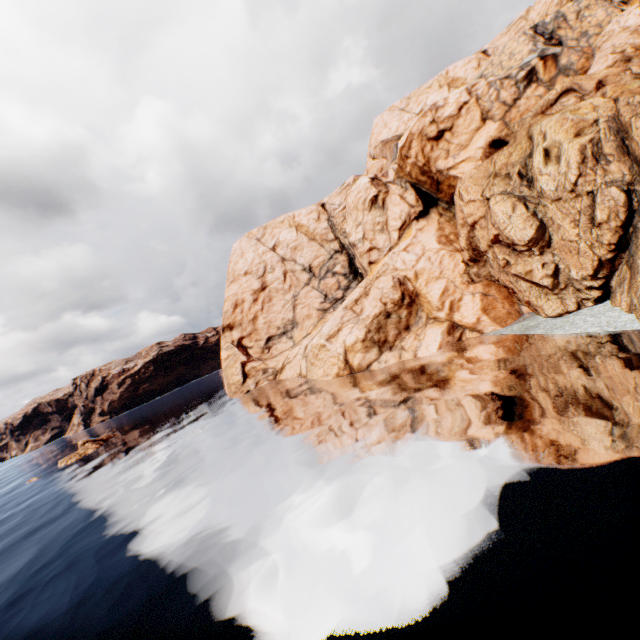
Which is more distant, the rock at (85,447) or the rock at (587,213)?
the rock at (85,447)

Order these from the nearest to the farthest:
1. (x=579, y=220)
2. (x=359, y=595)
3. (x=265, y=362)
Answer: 1. (x=359, y=595)
2. (x=579, y=220)
3. (x=265, y=362)

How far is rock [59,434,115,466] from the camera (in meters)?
51.88

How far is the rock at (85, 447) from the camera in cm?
5188

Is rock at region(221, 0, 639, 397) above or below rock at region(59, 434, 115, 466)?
above

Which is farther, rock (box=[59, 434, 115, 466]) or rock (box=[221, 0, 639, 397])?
rock (box=[59, 434, 115, 466])
